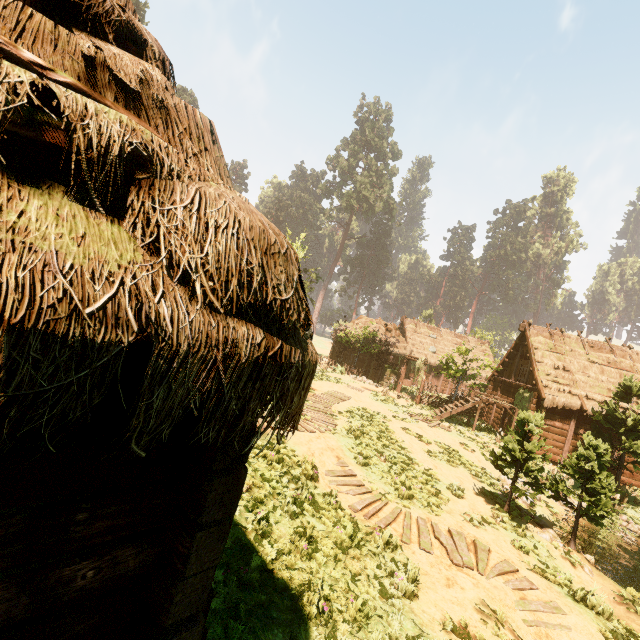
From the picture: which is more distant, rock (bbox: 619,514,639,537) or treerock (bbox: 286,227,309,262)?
treerock (bbox: 286,227,309,262)

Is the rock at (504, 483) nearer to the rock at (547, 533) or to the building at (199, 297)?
the rock at (547, 533)

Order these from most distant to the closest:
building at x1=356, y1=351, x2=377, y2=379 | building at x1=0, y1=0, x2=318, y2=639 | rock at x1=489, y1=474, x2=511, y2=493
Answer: building at x1=356, y1=351, x2=377, y2=379 → rock at x1=489, y1=474, x2=511, y2=493 → building at x1=0, y1=0, x2=318, y2=639

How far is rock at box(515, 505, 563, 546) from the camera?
10.2m

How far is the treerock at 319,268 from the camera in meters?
42.0

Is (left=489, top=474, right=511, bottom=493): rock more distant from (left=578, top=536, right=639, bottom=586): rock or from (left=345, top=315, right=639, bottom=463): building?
(left=345, top=315, right=639, bottom=463): building

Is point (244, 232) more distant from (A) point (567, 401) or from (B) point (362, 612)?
(A) point (567, 401)

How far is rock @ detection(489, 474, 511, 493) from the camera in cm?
1322
